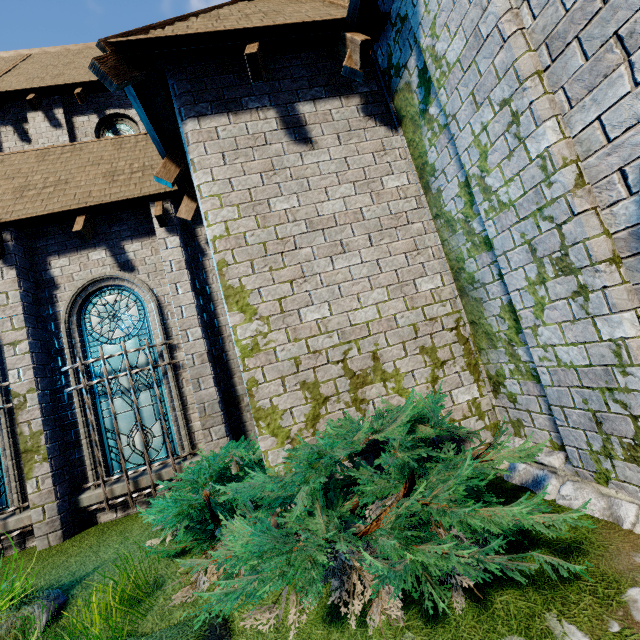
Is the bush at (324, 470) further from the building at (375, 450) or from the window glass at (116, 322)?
the window glass at (116, 322)

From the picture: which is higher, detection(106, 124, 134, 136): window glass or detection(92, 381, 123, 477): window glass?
detection(106, 124, 134, 136): window glass

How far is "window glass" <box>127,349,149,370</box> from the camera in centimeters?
653cm

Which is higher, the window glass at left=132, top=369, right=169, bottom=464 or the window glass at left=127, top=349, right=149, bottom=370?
the window glass at left=127, top=349, right=149, bottom=370

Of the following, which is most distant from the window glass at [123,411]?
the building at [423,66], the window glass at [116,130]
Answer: the window glass at [116,130]

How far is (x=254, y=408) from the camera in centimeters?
378cm
